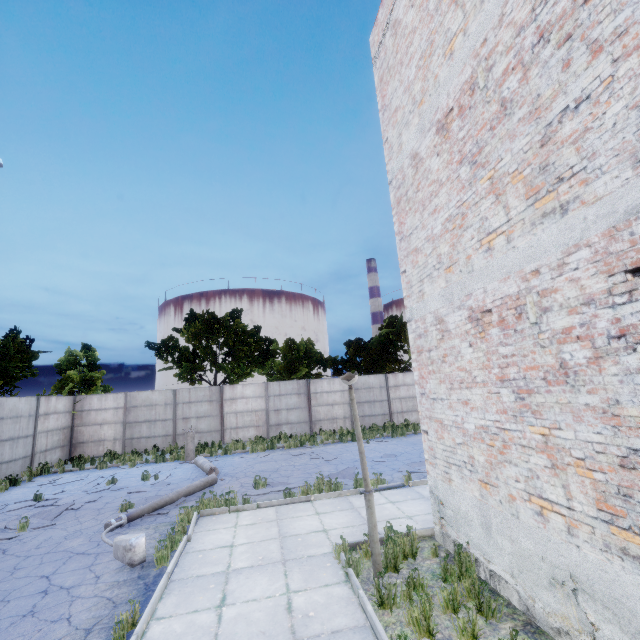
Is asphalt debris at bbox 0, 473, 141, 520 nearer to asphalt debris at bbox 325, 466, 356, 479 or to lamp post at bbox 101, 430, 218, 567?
lamp post at bbox 101, 430, 218, 567

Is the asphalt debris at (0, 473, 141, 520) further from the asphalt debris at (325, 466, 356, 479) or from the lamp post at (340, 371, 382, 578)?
the lamp post at (340, 371, 382, 578)

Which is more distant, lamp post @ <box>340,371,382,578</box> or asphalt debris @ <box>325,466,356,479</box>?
asphalt debris @ <box>325,466,356,479</box>

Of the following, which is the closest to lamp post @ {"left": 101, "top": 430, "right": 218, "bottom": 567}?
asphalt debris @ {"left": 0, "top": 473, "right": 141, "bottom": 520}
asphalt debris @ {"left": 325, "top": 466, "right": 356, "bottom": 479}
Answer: asphalt debris @ {"left": 0, "top": 473, "right": 141, "bottom": 520}

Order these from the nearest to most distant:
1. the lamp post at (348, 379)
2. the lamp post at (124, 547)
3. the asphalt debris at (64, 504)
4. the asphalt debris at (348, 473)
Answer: the lamp post at (348, 379), the lamp post at (124, 547), the asphalt debris at (64, 504), the asphalt debris at (348, 473)

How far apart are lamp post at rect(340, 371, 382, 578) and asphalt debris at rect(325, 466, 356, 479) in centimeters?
427cm

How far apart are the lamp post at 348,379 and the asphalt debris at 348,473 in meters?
4.3 m

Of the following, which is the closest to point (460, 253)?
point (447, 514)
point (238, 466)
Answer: point (447, 514)
